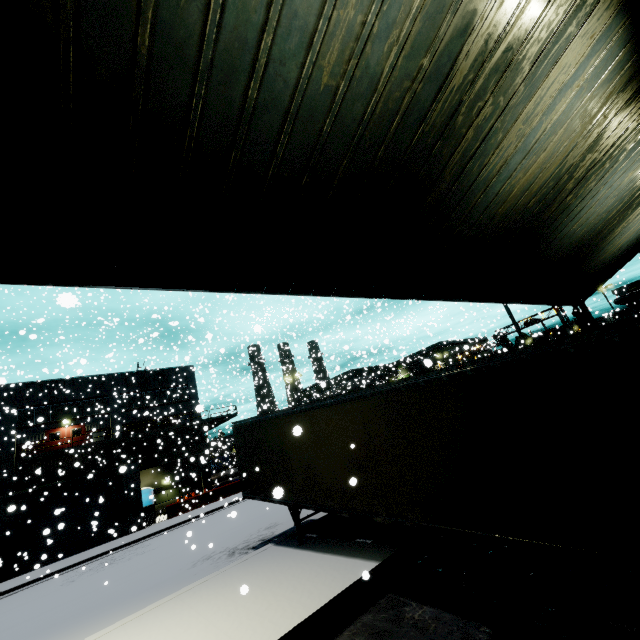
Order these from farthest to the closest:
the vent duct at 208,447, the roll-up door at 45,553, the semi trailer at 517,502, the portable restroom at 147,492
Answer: the vent duct at 208,447
the portable restroom at 147,492
the roll-up door at 45,553
the semi trailer at 517,502

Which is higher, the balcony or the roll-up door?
the balcony

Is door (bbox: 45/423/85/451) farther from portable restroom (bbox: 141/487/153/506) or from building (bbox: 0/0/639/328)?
portable restroom (bbox: 141/487/153/506)

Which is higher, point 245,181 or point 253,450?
point 245,181

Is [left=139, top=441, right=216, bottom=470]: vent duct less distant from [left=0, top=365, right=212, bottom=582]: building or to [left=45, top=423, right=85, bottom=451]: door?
[left=0, top=365, right=212, bottom=582]: building

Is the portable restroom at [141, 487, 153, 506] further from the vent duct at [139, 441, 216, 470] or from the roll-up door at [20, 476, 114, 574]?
the roll-up door at [20, 476, 114, 574]

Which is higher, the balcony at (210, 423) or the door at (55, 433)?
the door at (55, 433)

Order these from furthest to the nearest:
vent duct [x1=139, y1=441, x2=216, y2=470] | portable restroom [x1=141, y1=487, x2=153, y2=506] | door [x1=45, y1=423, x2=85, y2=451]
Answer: vent duct [x1=139, y1=441, x2=216, y2=470], portable restroom [x1=141, y1=487, x2=153, y2=506], door [x1=45, y1=423, x2=85, y2=451]
